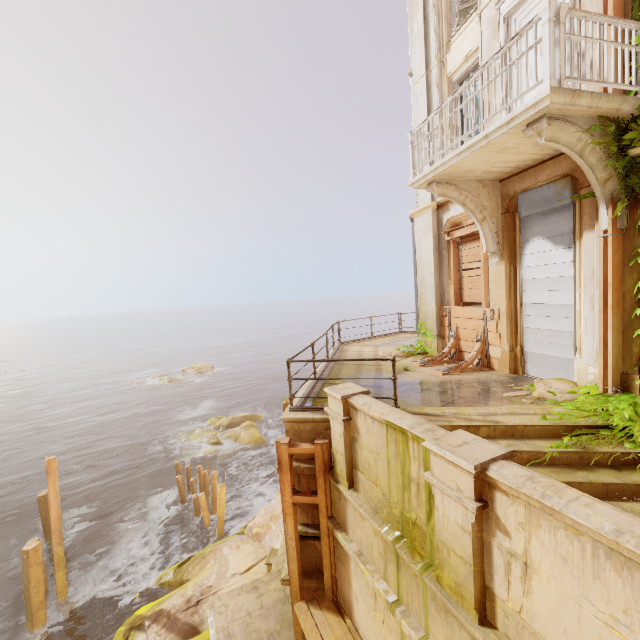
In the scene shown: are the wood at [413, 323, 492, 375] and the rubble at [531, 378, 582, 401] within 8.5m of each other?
yes

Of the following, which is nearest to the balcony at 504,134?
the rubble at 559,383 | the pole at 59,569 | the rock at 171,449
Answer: the rubble at 559,383

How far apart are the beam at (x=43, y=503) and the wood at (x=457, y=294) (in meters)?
18.46

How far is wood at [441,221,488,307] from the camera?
8.3m

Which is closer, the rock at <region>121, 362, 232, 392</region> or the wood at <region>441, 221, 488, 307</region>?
the wood at <region>441, 221, 488, 307</region>

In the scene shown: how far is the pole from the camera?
11.25m

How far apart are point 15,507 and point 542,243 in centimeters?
2843cm

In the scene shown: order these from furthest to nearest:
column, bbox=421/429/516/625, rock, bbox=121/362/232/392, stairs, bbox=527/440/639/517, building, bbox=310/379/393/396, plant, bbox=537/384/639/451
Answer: rock, bbox=121/362/232/392, building, bbox=310/379/393/396, plant, bbox=537/384/639/451, stairs, bbox=527/440/639/517, column, bbox=421/429/516/625
